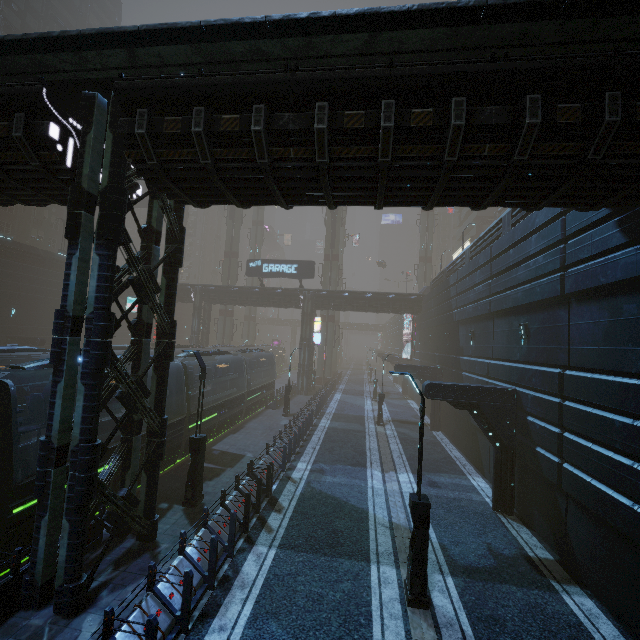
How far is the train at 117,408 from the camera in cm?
1144

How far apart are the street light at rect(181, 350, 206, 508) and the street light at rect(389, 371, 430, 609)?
7.2 meters

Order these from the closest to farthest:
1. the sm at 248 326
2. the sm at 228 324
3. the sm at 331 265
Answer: the sm at 331 265 → the sm at 228 324 → the sm at 248 326

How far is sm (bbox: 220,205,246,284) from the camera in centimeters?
4912cm

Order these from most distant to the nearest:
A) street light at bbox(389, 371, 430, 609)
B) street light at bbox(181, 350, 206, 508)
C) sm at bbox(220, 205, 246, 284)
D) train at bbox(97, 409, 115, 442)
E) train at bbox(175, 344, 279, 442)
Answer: sm at bbox(220, 205, 246, 284) → train at bbox(175, 344, 279, 442) → street light at bbox(181, 350, 206, 508) → train at bbox(97, 409, 115, 442) → street light at bbox(389, 371, 430, 609)

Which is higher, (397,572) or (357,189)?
(357,189)

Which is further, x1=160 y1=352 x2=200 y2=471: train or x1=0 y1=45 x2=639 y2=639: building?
x1=160 y1=352 x2=200 y2=471: train

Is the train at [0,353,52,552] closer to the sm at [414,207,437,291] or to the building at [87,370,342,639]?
the building at [87,370,342,639]
